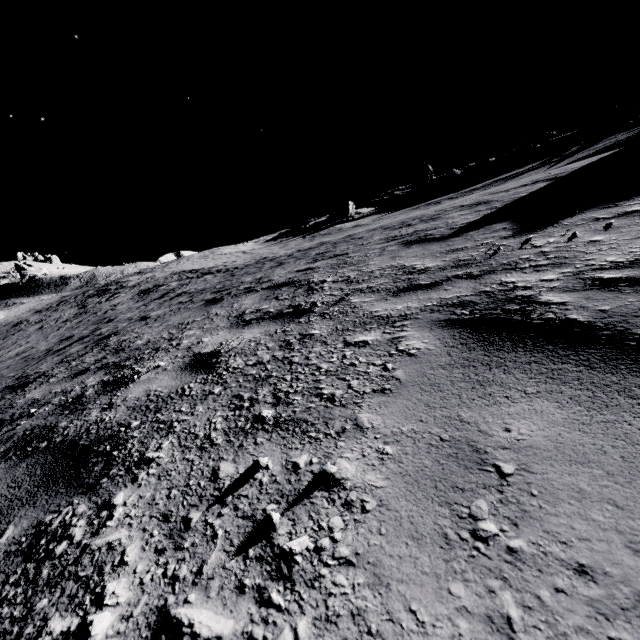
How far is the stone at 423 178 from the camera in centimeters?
4822cm

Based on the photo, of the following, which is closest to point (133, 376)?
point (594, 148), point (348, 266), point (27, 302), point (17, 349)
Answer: point (348, 266)

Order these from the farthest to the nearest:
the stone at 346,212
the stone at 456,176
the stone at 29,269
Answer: the stone at 29,269, the stone at 346,212, the stone at 456,176

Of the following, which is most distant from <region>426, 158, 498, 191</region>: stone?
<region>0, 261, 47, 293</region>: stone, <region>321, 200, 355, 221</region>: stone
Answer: <region>0, 261, 47, 293</region>: stone

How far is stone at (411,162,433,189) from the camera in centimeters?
4822cm

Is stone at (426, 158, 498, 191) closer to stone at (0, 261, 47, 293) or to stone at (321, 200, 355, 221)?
stone at (321, 200, 355, 221)

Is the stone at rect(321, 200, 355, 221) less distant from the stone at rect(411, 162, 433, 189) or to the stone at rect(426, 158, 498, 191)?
the stone at rect(411, 162, 433, 189)
